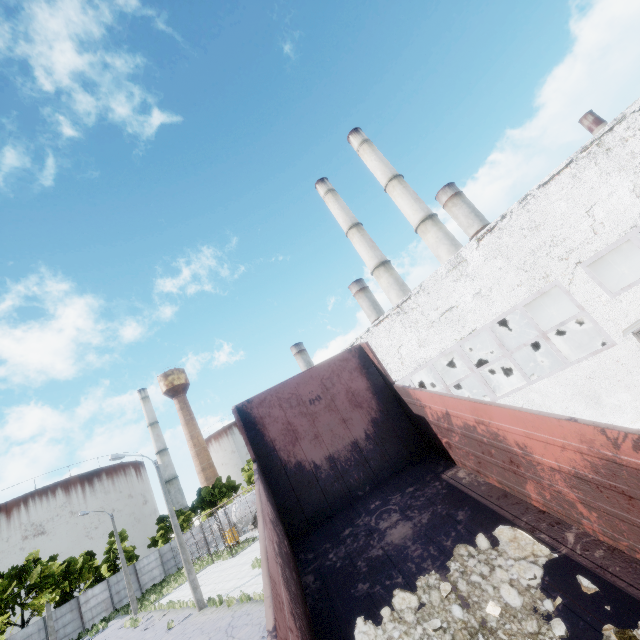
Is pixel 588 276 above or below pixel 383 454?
above

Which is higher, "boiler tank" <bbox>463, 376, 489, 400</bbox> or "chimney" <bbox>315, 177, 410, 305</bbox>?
"chimney" <bbox>315, 177, 410, 305</bbox>

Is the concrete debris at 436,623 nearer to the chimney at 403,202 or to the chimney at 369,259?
the chimney at 403,202

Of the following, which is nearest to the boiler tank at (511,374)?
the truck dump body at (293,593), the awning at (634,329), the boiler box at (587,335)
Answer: the boiler box at (587,335)

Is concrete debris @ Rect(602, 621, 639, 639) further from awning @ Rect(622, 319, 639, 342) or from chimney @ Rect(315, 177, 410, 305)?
chimney @ Rect(315, 177, 410, 305)

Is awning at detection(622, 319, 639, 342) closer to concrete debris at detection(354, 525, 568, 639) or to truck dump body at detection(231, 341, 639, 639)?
truck dump body at detection(231, 341, 639, 639)

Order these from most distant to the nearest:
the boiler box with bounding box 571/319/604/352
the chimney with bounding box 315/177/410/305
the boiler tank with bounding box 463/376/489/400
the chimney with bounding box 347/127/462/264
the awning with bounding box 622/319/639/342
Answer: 1. the chimney with bounding box 315/177/410/305
2. the chimney with bounding box 347/127/462/264
3. the boiler tank with bounding box 463/376/489/400
4. the boiler box with bounding box 571/319/604/352
5. the awning with bounding box 622/319/639/342

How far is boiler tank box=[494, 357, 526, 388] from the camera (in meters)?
17.03
